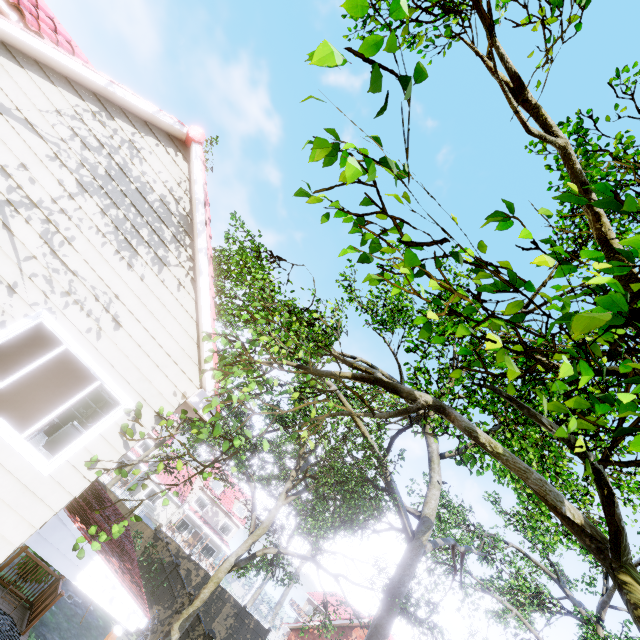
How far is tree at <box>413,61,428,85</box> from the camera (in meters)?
1.49

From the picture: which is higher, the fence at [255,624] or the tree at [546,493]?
the tree at [546,493]

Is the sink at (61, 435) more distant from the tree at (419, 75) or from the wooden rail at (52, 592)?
the tree at (419, 75)

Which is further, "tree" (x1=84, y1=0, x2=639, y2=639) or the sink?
the sink

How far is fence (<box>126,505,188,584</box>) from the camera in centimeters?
1723cm

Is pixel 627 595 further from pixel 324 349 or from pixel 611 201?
pixel 324 349

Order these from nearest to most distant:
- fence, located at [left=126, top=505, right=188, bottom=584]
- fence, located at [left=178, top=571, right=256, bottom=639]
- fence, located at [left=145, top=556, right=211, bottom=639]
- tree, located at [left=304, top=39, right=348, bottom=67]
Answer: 1. tree, located at [left=304, top=39, right=348, bottom=67]
2. fence, located at [left=178, top=571, right=256, bottom=639]
3. fence, located at [left=145, top=556, right=211, bottom=639]
4. fence, located at [left=126, top=505, right=188, bottom=584]
